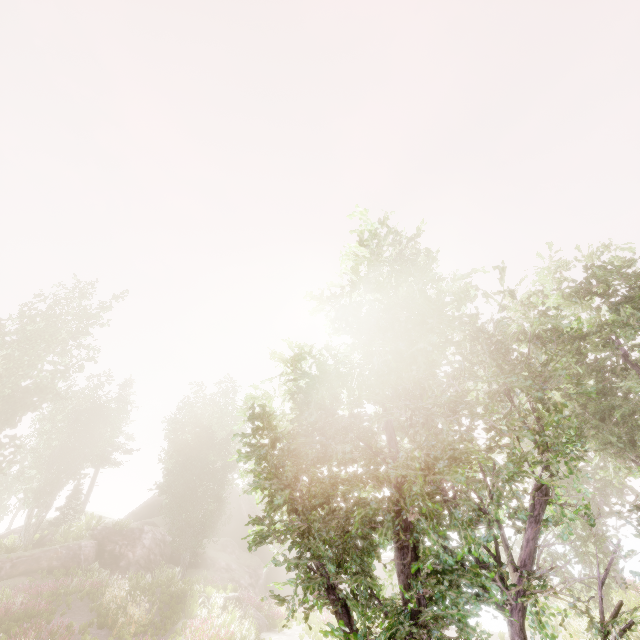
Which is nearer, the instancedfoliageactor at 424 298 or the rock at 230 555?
the instancedfoliageactor at 424 298

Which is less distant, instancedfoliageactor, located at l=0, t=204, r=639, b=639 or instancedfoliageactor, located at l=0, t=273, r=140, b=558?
instancedfoliageactor, located at l=0, t=204, r=639, b=639

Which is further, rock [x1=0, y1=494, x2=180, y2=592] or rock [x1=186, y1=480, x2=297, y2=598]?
rock [x1=186, y1=480, x2=297, y2=598]

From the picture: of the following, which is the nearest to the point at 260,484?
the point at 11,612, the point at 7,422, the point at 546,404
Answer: the point at 546,404

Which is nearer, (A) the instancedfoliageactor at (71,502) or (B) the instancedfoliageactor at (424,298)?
(B) the instancedfoliageactor at (424,298)

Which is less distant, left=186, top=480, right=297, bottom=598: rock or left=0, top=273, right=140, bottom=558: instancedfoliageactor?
left=0, top=273, right=140, bottom=558: instancedfoliageactor

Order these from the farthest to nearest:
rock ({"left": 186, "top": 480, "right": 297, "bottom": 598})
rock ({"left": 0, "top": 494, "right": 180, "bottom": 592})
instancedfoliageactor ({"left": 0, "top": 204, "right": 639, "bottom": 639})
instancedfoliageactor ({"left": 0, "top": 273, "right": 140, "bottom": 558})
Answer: rock ({"left": 186, "top": 480, "right": 297, "bottom": 598}), instancedfoliageactor ({"left": 0, "top": 273, "right": 140, "bottom": 558}), rock ({"left": 0, "top": 494, "right": 180, "bottom": 592}), instancedfoliageactor ({"left": 0, "top": 204, "right": 639, "bottom": 639})

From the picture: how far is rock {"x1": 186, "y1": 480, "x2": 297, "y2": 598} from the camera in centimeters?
2827cm
